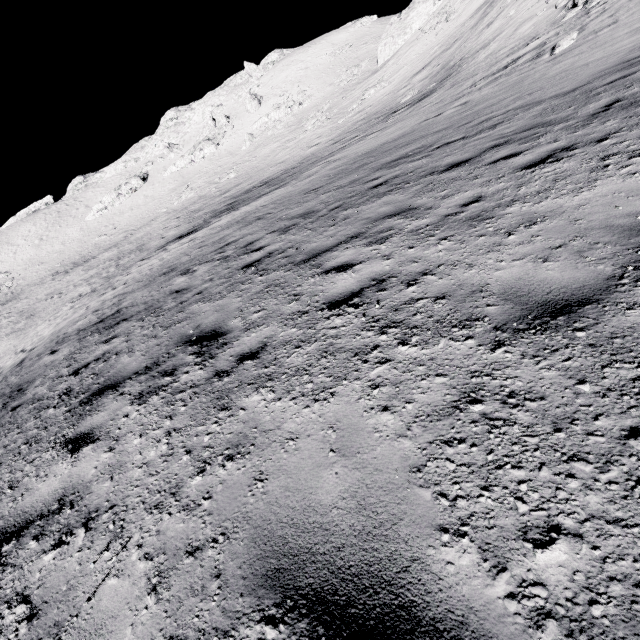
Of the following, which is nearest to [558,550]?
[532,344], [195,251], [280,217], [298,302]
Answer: [532,344]

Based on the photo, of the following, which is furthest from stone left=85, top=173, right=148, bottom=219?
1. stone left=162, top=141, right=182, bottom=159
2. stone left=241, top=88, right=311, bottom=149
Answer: stone left=241, top=88, right=311, bottom=149

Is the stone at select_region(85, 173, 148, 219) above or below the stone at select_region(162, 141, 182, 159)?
below

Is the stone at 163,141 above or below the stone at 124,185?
above

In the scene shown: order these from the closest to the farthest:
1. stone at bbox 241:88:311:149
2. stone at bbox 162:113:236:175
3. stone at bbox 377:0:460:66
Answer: stone at bbox 377:0:460:66 → stone at bbox 241:88:311:149 → stone at bbox 162:113:236:175

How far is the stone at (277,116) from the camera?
47.5 meters

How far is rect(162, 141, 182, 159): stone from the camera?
59.0 meters

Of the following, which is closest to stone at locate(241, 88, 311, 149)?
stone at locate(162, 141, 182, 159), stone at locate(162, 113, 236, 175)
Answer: stone at locate(162, 113, 236, 175)
